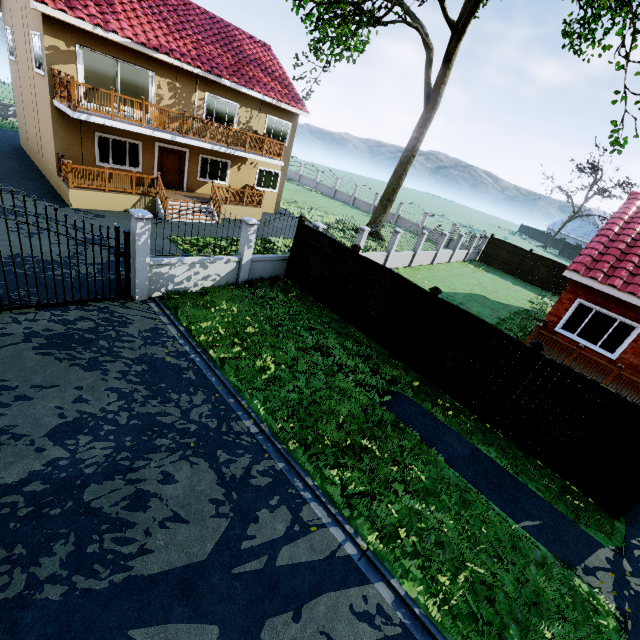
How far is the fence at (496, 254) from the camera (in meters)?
27.08

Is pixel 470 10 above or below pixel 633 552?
above

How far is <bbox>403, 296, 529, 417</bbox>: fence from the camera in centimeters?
799cm

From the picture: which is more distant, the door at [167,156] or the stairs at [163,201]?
the door at [167,156]

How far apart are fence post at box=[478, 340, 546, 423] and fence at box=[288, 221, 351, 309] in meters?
5.7 m

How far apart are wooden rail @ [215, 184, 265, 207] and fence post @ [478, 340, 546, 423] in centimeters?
1672cm

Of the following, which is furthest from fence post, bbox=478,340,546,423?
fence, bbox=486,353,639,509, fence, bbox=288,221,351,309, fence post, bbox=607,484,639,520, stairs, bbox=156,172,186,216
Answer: stairs, bbox=156,172,186,216

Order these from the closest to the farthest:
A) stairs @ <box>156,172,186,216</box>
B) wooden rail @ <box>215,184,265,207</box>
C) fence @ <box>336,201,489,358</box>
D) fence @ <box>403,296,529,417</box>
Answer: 1. fence @ <box>403,296,529,417</box>
2. fence @ <box>336,201,489,358</box>
3. stairs @ <box>156,172,186,216</box>
4. wooden rail @ <box>215,184,265,207</box>
